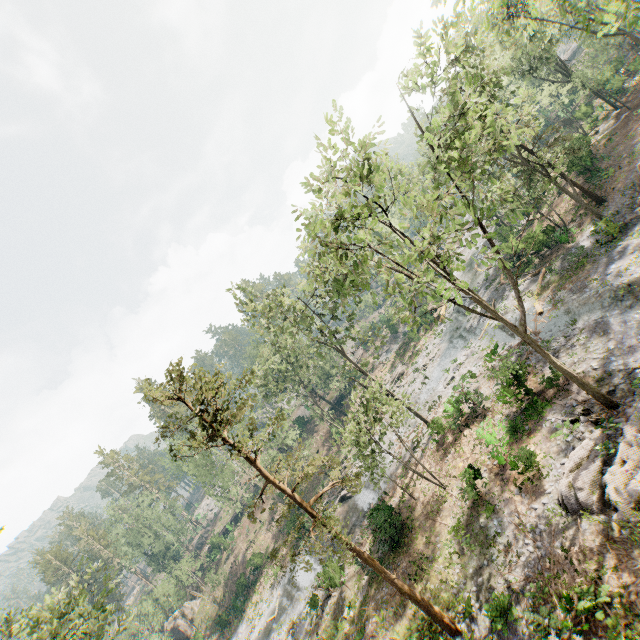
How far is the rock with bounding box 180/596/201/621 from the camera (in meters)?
49.72

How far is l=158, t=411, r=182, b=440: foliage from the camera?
15.1 meters

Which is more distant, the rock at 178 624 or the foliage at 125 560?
the foliage at 125 560

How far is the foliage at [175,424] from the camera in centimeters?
1513cm

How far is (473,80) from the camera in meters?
11.4 m

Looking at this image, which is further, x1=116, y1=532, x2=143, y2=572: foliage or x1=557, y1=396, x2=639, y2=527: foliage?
x1=116, y1=532, x2=143, y2=572: foliage

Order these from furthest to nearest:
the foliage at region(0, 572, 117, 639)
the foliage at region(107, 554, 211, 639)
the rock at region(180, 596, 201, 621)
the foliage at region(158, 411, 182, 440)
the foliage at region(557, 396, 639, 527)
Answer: the rock at region(180, 596, 201, 621) → the foliage at region(107, 554, 211, 639) → the foliage at region(0, 572, 117, 639) → the foliage at region(158, 411, 182, 440) → the foliage at region(557, 396, 639, 527)
